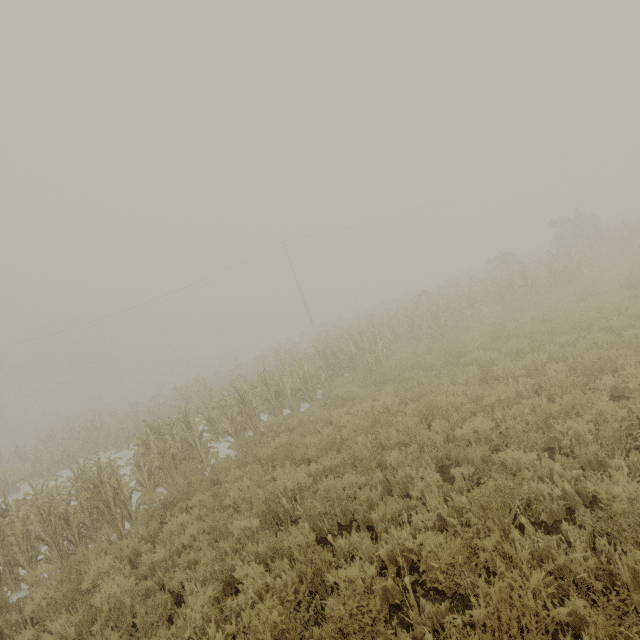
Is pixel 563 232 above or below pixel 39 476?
above
